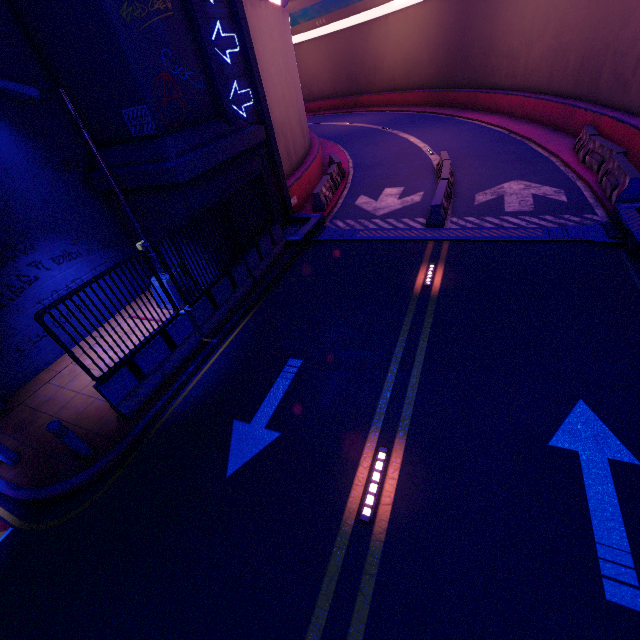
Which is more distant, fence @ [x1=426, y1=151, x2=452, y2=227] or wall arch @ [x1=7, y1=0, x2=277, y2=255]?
fence @ [x1=426, y1=151, x2=452, y2=227]

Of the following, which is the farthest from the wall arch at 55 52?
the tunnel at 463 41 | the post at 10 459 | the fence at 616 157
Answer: the post at 10 459

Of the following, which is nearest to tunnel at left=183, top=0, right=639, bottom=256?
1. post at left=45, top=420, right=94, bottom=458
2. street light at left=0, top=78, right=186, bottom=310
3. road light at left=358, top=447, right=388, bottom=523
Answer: street light at left=0, top=78, right=186, bottom=310

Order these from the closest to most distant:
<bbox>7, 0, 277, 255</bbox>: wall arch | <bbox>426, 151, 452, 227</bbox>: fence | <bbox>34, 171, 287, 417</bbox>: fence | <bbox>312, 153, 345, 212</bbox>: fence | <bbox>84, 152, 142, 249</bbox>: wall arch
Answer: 1. <bbox>34, 171, 287, 417</bbox>: fence
2. <bbox>7, 0, 277, 255</bbox>: wall arch
3. <bbox>84, 152, 142, 249</bbox>: wall arch
4. <bbox>426, 151, 452, 227</bbox>: fence
5. <bbox>312, 153, 345, 212</bbox>: fence

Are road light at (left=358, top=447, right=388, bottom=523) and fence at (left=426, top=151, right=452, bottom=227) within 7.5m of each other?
no

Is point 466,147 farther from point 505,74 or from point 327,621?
point 327,621

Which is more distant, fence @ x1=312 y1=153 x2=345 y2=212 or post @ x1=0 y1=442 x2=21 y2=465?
fence @ x1=312 y1=153 x2=345 y2=212

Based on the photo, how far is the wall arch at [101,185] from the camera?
9.23m
